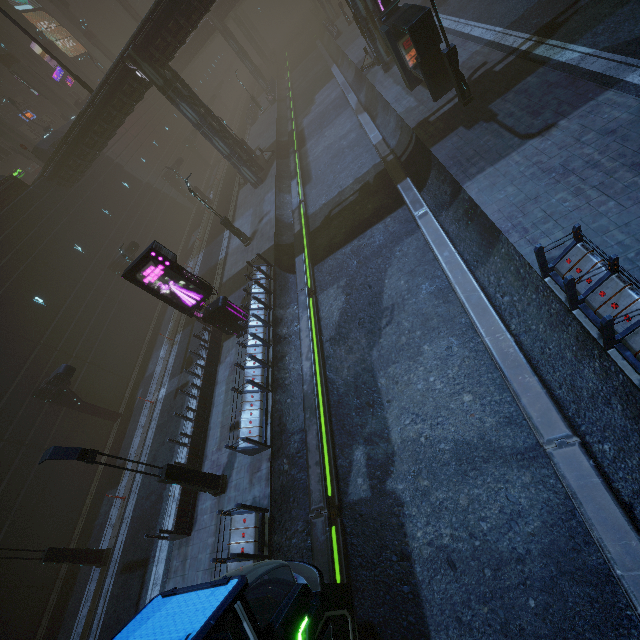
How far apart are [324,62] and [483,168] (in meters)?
42.56

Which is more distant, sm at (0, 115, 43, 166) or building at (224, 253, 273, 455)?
sm at (0, 115, 43, 166)

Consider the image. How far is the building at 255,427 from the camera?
11.8m

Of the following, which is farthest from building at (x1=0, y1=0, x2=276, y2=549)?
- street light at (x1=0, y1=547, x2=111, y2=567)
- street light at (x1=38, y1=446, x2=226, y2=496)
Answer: street light at (x1=0, y1=547, x2=111, y2=567)

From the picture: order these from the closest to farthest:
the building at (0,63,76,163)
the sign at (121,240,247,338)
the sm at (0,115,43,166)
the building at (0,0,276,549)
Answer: the sign at (121,240,247,338) < the building at (0,0,276,549) < the building at (0,63,76,163) < the sm at (0,115,43,166)

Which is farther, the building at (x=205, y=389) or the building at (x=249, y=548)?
the building at (x=205, y=389)

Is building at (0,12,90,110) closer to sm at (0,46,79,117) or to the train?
the train

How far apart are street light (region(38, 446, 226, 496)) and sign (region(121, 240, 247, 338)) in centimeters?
678cm
